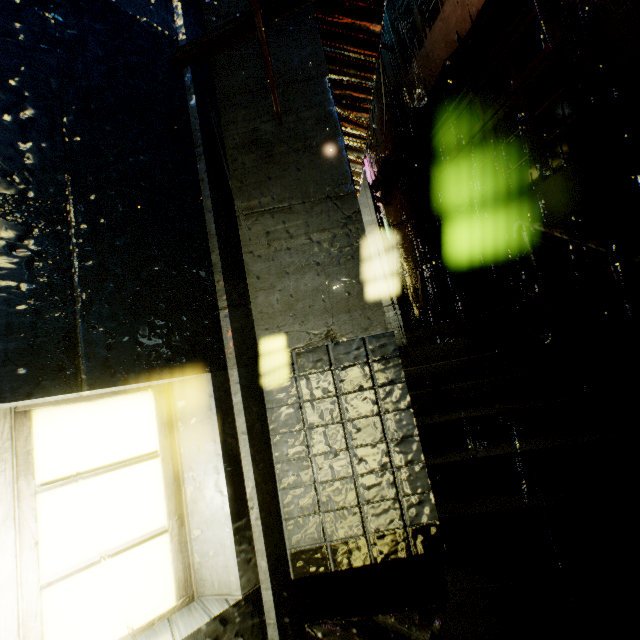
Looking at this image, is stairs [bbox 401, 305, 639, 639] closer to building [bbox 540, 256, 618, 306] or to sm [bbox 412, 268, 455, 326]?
building [bbox 540, 256, 618, 306]

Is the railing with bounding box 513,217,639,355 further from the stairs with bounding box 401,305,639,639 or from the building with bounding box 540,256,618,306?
the building with bounding box 540,256,618,306

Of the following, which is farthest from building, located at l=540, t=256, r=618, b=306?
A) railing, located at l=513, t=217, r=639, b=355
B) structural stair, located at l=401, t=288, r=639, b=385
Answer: railing, located at l=513, t=217, r=639, b=355

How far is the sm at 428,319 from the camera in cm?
1094

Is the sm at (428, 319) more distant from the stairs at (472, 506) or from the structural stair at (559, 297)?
the stairs at (472, 506)

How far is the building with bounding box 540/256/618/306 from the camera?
7.8m

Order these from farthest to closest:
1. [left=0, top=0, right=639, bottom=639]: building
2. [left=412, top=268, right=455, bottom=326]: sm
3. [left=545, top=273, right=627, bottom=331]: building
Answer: [left=412, top=268, right=455, bottom=326]: sm
[left=545, top=273, right=627, bottom=331]: building
[left=0, top=0, right=639, bottom=639]: building

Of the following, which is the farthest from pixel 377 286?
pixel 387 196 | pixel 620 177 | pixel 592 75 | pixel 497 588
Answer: pixel 387 196
